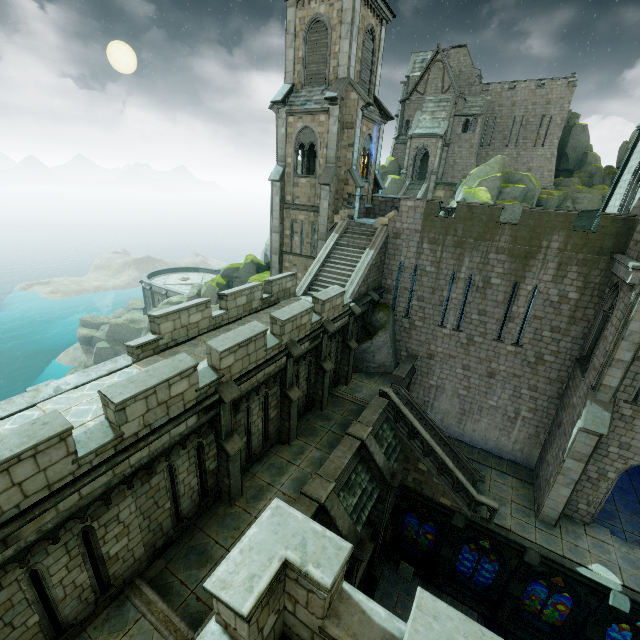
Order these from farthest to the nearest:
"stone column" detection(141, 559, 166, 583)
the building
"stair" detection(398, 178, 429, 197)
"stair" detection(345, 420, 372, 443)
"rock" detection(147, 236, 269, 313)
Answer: "stair" detection(398, 178, 429, 197)
"rock" detection(147, 236, 269, 313)
the building
"stair" detection(345, 420, 372, 443)
"stone column" detection(141, 559, 166, 583)

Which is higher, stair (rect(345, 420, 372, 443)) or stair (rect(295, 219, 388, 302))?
stair (rect(295, 219, 388, 302))

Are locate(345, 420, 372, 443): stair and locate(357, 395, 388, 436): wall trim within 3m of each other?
yes

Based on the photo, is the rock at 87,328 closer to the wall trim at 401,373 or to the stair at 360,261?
the wall trim at 401,373

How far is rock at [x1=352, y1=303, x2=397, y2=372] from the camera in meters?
20.0 m

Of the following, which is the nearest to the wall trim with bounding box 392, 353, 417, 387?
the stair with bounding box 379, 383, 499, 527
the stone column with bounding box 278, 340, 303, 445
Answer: the stair with bounding box 379, 383, 499, 527

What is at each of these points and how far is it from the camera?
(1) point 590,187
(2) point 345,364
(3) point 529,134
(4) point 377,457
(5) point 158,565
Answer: (1) rock, 42.2m
(2) stone column, 18.4m
(3) building, 42.4m
(4) stone column, 13.9m
(5) stone column, 9.4m

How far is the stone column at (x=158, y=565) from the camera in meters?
9.1 m
